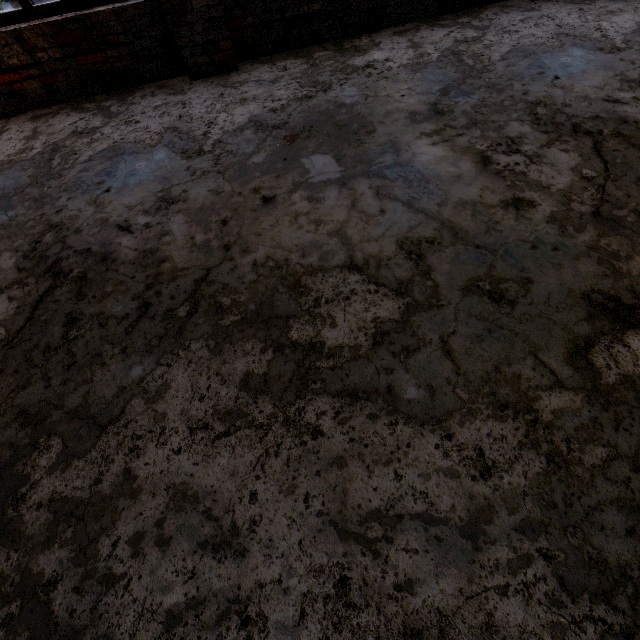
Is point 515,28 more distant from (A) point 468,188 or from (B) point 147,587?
(B) point 147,587
